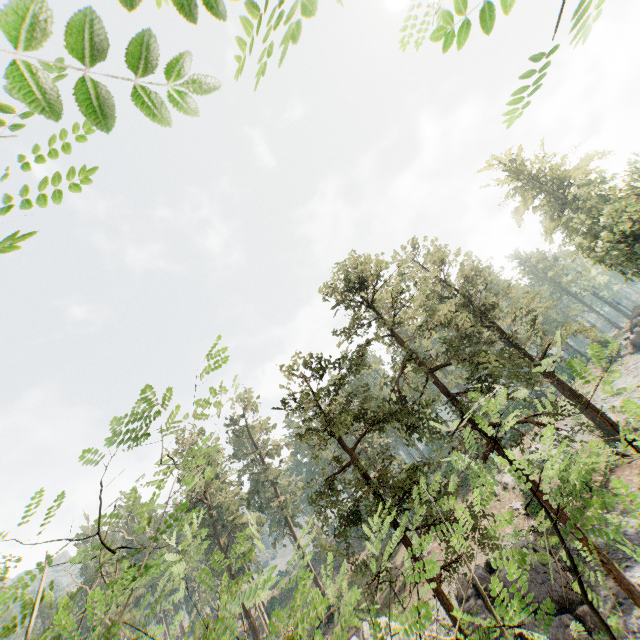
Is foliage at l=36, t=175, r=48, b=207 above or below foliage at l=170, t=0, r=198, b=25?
above

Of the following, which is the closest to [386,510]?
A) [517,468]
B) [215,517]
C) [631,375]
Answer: [517,468]

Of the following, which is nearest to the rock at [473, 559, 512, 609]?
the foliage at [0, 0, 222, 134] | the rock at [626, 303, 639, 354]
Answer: the foliage at [0, 0, 222, 134]

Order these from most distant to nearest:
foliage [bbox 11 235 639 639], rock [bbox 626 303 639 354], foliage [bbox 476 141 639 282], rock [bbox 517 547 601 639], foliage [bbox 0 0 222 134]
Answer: rock [bbox 626 303 639 354] < foliage [bbox 476 141 639 282] < rock [bbox 517 547 601 639] < foliage [bbox 11 235 639 639] < foliage [bbox 0 0 222 134]

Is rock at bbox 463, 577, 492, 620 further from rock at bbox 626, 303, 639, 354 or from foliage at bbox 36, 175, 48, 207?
rock at bbox 626, 303, 639, 354

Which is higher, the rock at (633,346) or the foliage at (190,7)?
the foliage at (190,7)

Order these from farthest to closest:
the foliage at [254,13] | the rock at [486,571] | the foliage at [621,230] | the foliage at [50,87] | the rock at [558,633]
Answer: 1. the foliage at [621,230]
2. the rock at [486,571]
3. the rock at [558,633]
4. the foliage at [254,13]
5. the foliage at [50,87]
